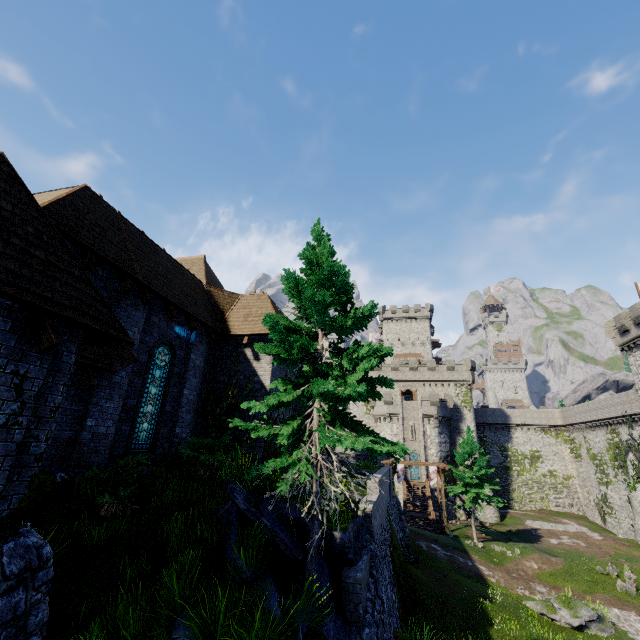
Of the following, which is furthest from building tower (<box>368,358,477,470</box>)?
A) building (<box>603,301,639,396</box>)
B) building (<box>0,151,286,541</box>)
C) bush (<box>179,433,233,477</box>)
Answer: bush (<box>179,433,233,477</box>)

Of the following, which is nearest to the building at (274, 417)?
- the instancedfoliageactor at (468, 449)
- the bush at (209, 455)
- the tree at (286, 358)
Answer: the bush at (209, 455)

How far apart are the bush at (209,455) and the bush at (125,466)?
1.57m

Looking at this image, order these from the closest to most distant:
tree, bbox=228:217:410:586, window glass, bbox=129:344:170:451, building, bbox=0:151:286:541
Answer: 1. building, bbox=0:151:286:541
2. tree, bbox=228:217:410:586
3. window glass, bbox=129:344:170:451

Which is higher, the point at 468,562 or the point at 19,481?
the point at 19,481

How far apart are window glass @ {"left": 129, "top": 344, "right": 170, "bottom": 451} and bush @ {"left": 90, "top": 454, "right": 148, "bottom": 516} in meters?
1.4

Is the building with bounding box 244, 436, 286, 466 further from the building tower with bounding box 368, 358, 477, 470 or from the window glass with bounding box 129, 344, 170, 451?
the building tower with bounding box 368, 358, 477, 470

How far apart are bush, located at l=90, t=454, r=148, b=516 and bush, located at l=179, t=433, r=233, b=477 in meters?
1.6
